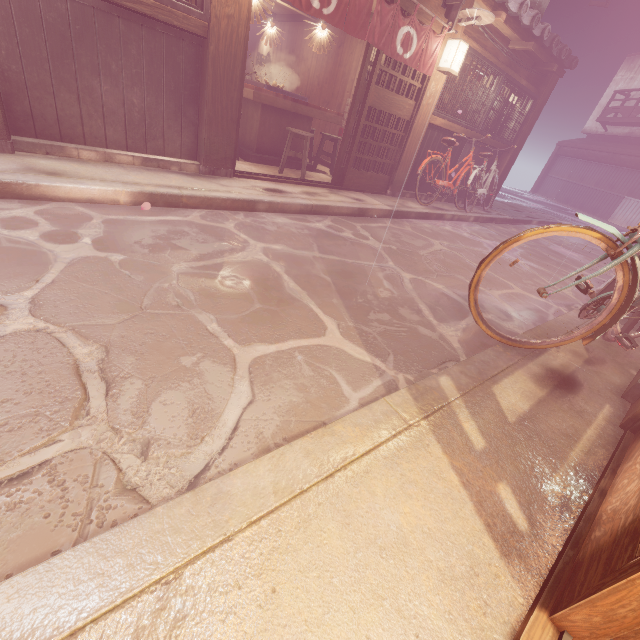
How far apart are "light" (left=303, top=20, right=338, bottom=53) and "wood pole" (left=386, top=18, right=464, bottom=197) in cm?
366

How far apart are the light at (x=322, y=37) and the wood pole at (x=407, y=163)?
3.66m

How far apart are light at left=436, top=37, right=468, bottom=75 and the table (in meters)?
4.33

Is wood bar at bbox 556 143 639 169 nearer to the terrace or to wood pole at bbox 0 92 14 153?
the terrace

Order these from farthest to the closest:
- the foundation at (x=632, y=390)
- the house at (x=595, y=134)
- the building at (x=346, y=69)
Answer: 1. the house at (x=595, y=134)
2. the building at (x=346, y=69)
3. the foundation at (x=632, y=390)

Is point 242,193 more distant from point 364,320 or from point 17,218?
point 364,320

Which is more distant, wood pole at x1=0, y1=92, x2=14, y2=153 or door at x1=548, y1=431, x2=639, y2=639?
wood pole at x1=0, y1=92, x2=14, y2=153

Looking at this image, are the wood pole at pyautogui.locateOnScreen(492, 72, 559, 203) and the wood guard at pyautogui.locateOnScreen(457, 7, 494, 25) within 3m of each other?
no
